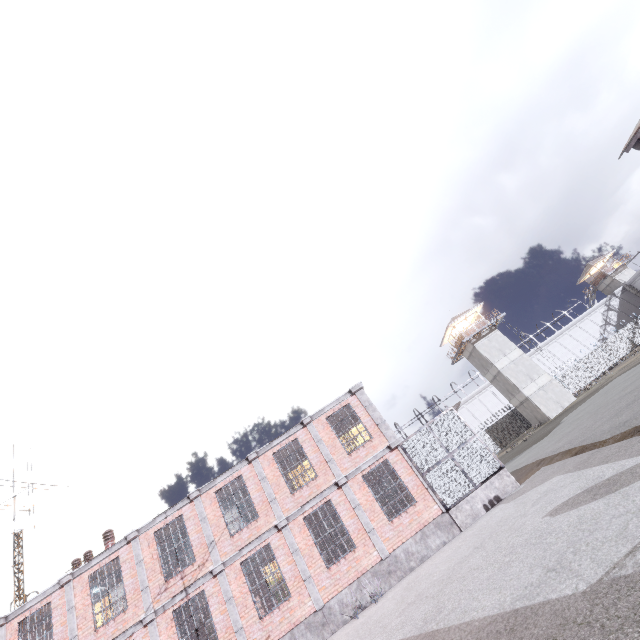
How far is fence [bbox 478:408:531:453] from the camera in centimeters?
3984cm

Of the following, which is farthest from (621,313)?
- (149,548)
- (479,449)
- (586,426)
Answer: (149,548)

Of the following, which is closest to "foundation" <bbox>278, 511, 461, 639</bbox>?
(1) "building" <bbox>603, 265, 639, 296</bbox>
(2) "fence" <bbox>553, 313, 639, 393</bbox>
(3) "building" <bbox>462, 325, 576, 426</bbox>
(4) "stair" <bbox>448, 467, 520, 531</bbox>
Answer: (4) "stair" <bbox>448, 467, 520, 531</bbox>

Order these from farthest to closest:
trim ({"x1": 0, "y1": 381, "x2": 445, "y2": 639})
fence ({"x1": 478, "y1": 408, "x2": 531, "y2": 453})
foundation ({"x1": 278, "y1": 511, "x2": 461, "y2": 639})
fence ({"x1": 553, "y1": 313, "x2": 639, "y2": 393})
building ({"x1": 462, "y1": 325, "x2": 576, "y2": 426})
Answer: fence ({"x1": 553, "y1": 313, "x2": 639, "y2": 393}), fence ({"x1": 478, "y1": 408, "x2": 531, "y2": 453}), building ({"x1": 462, "y1": 325, "x2": 576, "y2": 426}), trim ({"x1": 0, "y1": 381, "x2": 445, "y2": 639}), foundation ({"x1": 278, "y1": 511, "x2": 461, "y2": 639})

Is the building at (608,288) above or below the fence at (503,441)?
above

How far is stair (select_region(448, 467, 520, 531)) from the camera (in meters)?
12.57

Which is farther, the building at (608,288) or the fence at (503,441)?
the building at (608,288)

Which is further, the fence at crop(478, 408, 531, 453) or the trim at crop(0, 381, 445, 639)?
the fence at crop(478, 408, 531, 453)
